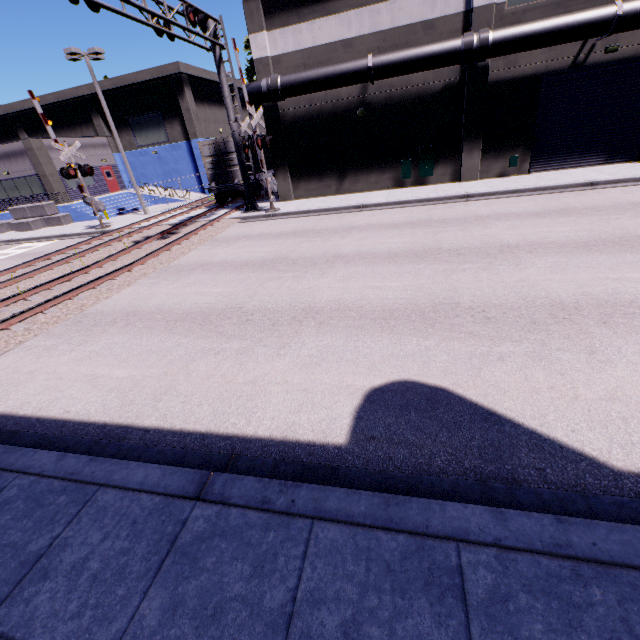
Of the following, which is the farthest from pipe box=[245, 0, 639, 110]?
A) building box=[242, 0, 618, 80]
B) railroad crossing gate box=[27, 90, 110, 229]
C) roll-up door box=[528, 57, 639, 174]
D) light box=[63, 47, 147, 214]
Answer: railroad crossing gate box=[27, 90, 110, 229]

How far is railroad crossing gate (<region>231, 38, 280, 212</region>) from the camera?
14.8 meters

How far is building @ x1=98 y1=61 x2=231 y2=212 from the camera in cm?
2881

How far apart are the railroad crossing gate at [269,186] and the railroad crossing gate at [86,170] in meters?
10.7

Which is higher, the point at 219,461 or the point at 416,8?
the point at 416,8

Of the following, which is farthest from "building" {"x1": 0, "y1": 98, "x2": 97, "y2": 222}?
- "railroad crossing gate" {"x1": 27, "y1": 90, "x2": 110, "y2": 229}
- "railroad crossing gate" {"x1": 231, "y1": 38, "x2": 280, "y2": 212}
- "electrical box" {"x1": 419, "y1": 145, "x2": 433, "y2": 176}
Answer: "railroad crossing gate" {"x1": 231, "y1": 38, "x2": 280, "y2": 212}

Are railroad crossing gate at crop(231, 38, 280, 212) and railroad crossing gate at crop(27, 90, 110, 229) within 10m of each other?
no

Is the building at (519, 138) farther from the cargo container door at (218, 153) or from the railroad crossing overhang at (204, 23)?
the cargo container door at (218, 153)
